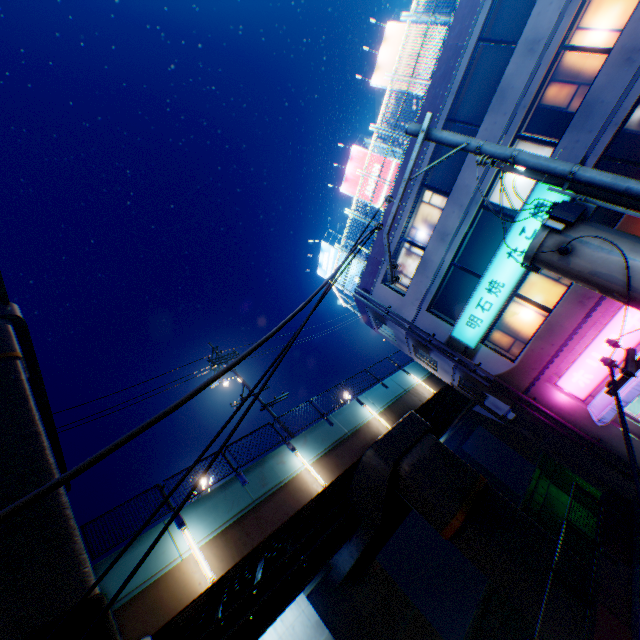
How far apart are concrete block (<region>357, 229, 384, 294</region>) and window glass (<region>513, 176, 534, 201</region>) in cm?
326

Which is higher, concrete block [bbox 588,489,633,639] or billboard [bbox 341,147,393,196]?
billboard [bbox 341,147,393,196]

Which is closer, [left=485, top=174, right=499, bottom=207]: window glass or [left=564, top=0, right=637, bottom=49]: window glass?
[left=564, top=0, right=637, bottom=49]: window glass

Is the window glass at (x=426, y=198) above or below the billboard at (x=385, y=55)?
below

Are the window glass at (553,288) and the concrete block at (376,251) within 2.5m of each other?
no

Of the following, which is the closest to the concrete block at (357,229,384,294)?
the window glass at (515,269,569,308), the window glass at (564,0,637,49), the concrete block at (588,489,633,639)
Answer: the window glass at (564,0,637,49)

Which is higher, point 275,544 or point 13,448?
point 13,448

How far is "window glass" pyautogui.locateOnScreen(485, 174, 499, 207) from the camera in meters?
13.7 m
